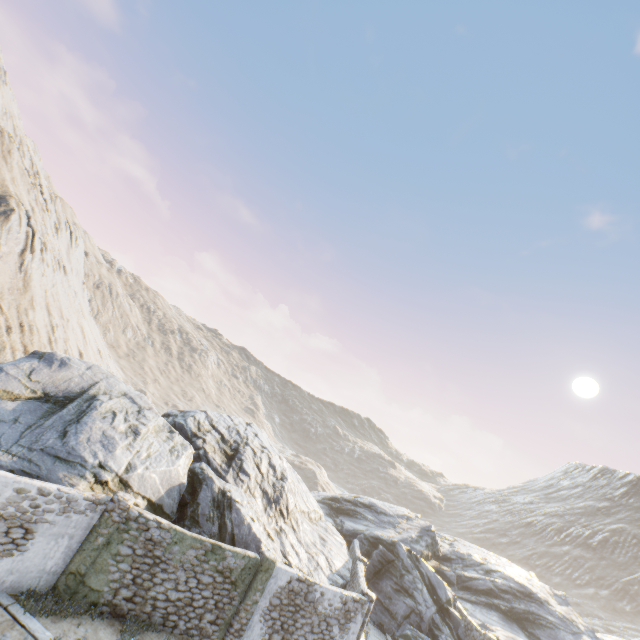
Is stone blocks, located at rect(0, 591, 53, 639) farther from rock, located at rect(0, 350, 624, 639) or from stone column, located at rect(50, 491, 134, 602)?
stone column, located at rect(50, 491, 134, 602)

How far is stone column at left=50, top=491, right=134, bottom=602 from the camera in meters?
10.2 m

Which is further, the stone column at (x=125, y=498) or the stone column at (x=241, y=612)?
the stone column at (x=241, y=612)

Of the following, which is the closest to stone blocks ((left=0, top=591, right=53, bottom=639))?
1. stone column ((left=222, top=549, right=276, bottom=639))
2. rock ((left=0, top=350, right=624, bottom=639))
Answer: rock ((left=0, top=350, right=624, bottom=639))

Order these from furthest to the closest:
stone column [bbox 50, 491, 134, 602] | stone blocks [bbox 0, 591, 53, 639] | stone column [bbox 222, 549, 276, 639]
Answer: stone column [bbox 222, 549, 276, 639] < stone column [bbox 50, 491, 134, 602] < stone blocks [bbox 0, 591, 53, 639]

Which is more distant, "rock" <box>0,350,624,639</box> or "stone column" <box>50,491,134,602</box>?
"rock" <box>0,350,624,639</box>

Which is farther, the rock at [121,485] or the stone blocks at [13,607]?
the rock at [121,485]

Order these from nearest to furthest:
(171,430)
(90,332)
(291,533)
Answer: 1. (171,430)
2. (291,533)
3. (90,332)
